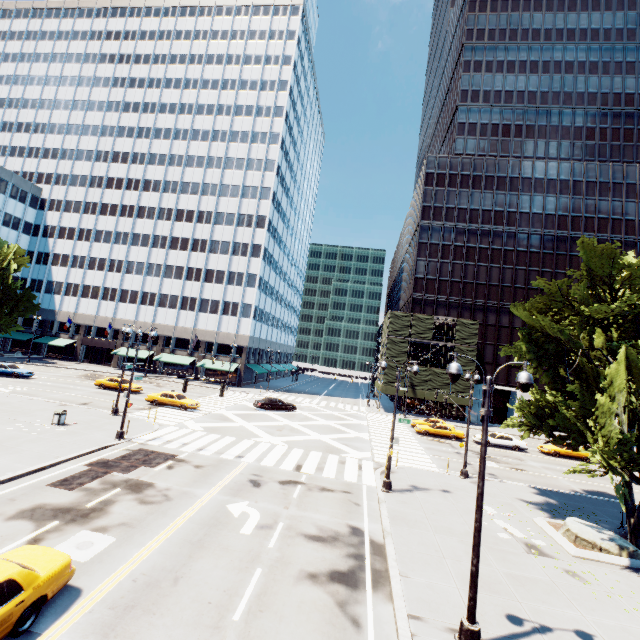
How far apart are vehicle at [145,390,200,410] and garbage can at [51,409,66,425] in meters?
10.1 m

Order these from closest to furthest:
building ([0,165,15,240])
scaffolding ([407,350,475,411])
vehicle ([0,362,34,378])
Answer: vehicle ([0,362,34,378])
scaffolding ([407,350,475,411])
building ([0,165,15,240])

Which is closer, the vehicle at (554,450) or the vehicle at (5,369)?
the vehicle at (554,450)

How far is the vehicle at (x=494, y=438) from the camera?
34.0 meters

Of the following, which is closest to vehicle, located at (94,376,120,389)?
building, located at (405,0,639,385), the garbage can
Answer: the garbage can

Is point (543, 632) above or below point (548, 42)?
below

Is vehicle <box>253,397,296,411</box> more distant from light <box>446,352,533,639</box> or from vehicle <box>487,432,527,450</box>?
light <box>446,352,533,639</box>

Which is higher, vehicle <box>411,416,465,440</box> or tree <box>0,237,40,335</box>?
tree <box>0,237,40,335</box>
